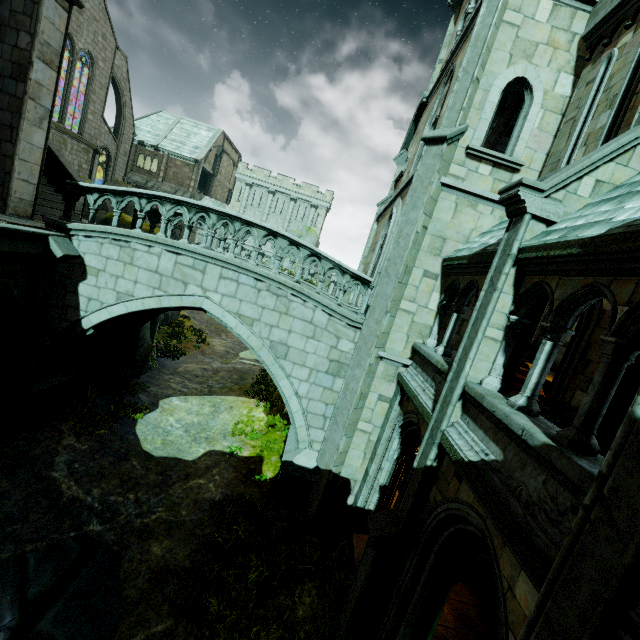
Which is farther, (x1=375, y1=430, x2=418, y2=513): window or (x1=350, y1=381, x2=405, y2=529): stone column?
(x1=350, y1=381, x2=405, y2=529): stone column

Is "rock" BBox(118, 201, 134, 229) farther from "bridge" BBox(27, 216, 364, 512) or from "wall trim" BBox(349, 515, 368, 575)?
"wall trim" BBox(349, 515, 368, 575)

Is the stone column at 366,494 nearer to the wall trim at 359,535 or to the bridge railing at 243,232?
the wall trim at 359,535

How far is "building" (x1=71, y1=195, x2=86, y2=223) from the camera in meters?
11.3 m

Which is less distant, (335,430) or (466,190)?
(466,190)

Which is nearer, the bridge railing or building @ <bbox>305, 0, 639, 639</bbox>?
building @ <bbox>305, 0, 639, 639</bbox>

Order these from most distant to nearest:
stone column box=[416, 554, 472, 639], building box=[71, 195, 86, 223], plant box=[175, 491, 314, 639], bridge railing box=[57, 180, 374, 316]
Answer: building box=[71, 195, 86, 223] → bridge railing box=[57, 180, 374, 316] → plant box=[175, 491, 314, 639] → stone column box=[416, 554, 472, 639]

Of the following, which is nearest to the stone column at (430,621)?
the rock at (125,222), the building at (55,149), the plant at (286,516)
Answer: the building at (55,149)
